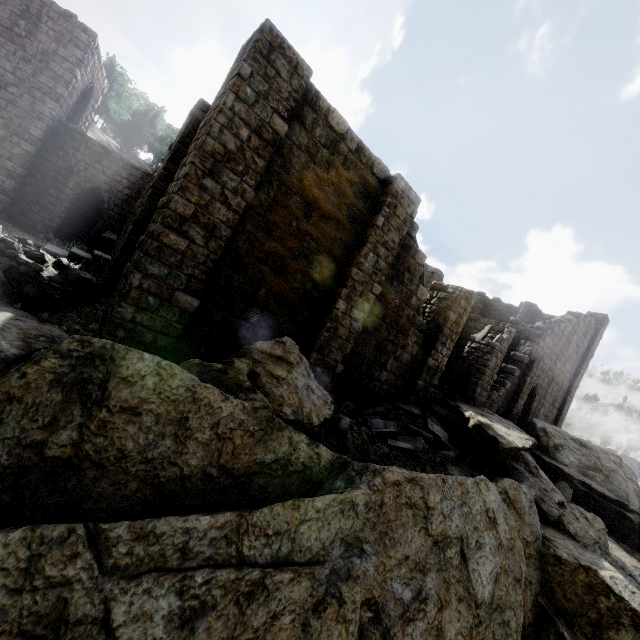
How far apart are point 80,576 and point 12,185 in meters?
20.3

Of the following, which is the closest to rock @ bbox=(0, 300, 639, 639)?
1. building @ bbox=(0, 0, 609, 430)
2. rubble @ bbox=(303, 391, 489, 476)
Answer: rubble @ bbox=(303, 391, 489, 476)

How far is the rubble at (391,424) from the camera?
7.96m

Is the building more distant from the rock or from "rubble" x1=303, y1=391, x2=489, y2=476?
the rock

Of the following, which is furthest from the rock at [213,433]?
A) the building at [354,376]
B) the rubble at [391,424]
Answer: the building at [354,376]

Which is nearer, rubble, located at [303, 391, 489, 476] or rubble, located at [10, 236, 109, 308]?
rubble, located at [10, 236, 109, 308]

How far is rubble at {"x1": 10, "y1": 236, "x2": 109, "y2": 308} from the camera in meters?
7.0

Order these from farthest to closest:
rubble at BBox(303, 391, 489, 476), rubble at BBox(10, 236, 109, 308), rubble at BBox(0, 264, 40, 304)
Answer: rubble at BBox(303, 391, 489, 476) → rubble at BBox(10, 236, 109, 308) → rubble at BBox(0, 264, 40, 304)
